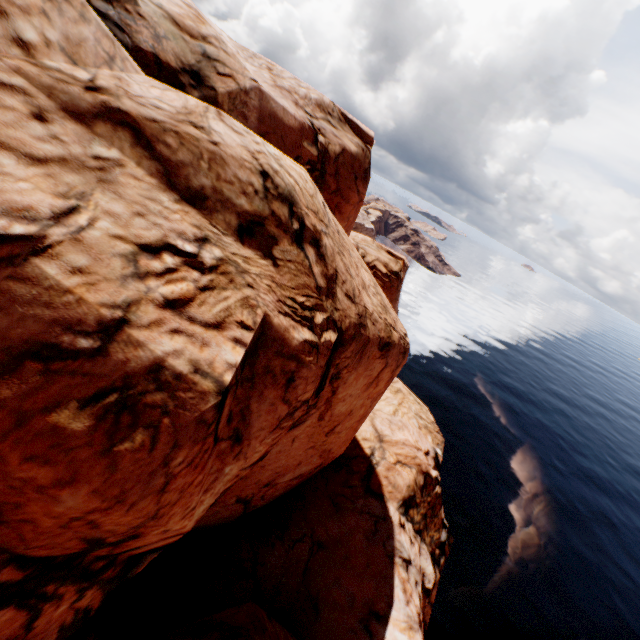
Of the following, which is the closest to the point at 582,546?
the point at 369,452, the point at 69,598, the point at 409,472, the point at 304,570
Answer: the point at 409,472
